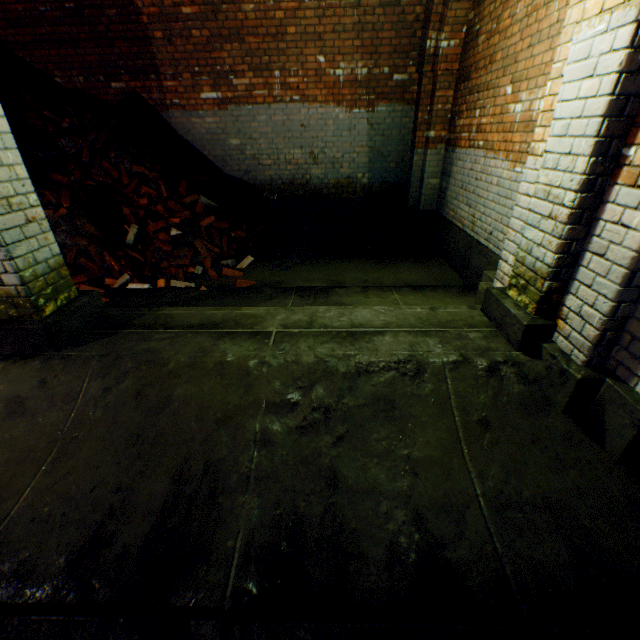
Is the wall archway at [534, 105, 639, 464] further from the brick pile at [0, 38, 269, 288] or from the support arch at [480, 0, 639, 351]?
the brick pile at [0, 38, 269, 288]

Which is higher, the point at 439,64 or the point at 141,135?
the point at 439,64

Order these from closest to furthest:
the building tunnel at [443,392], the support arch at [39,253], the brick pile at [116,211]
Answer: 1. the building tunnel at [443,392]
2. the support arch at [39,253]
3. the brick pile at [116,211]

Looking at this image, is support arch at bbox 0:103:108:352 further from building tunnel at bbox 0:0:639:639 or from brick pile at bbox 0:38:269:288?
brick pile at bbox 0:38:269:288

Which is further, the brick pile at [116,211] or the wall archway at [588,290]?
the brick pile at [116,211]

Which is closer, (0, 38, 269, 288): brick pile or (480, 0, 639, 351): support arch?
(480, 0, 639, 351): support arch

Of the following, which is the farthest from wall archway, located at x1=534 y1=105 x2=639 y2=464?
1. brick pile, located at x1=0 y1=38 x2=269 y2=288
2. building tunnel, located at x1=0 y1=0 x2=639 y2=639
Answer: brick pile, located at x1=0 y1=38 x2=269 y2=288

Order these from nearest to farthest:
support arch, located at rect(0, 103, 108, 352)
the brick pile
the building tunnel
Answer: the building tunnel < support arch, located at rect(0, 103, 108, 352) < the brick pile
